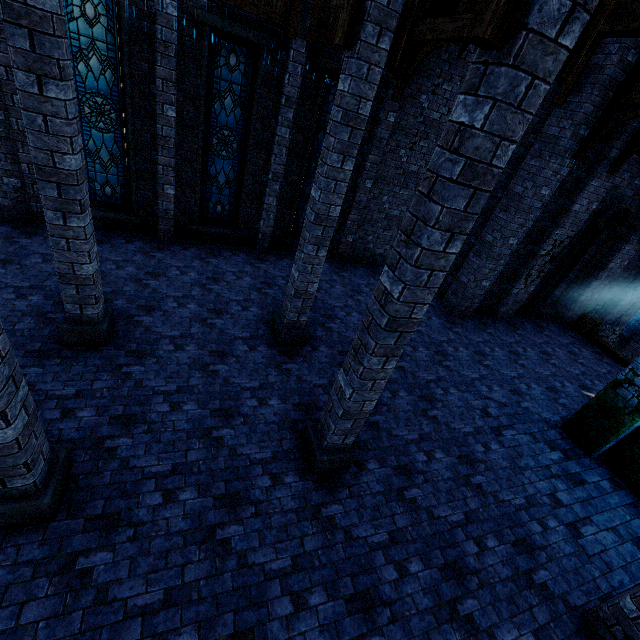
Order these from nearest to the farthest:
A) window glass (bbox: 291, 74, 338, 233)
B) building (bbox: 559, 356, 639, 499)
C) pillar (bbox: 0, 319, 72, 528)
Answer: pillar (bbox: 0, 319, 72, 528), building (bbox: 559, 356, 639, 499), window glass (bbox: 291, 74, 338, 233)

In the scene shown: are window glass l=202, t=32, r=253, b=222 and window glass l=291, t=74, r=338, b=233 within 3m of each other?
yes

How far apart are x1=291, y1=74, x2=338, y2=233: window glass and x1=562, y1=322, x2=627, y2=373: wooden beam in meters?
10.7 m

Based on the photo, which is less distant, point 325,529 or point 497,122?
point 497,122

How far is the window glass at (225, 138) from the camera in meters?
8.1 m

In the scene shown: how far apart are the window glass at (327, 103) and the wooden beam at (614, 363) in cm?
1070

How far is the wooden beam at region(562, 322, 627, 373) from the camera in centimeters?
1152cm

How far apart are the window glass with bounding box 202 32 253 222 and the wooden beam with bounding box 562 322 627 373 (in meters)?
13.54
